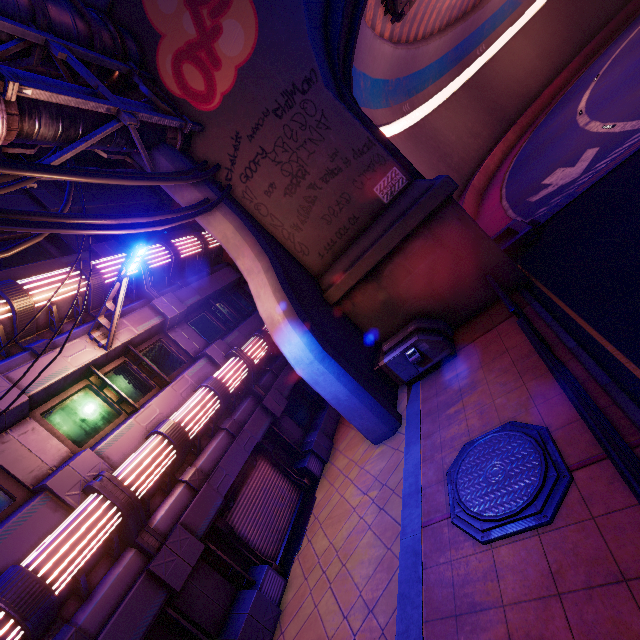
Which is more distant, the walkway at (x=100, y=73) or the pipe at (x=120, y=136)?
the walkway at (x=100, y=73)

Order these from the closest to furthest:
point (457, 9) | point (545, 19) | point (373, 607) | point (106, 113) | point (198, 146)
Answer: point (373, 607)
point (106, 113)
point (198, 146)
point (457, 9)
point (545, 19)

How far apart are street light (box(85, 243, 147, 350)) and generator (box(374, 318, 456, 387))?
7.0m

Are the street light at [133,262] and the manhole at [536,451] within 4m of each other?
no

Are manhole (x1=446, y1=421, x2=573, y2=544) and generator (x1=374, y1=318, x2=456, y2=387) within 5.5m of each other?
yes

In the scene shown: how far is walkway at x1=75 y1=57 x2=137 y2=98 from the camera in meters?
9.1 m

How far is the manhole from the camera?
4.5m

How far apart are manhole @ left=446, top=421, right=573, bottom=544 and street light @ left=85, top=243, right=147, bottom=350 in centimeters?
762cm
